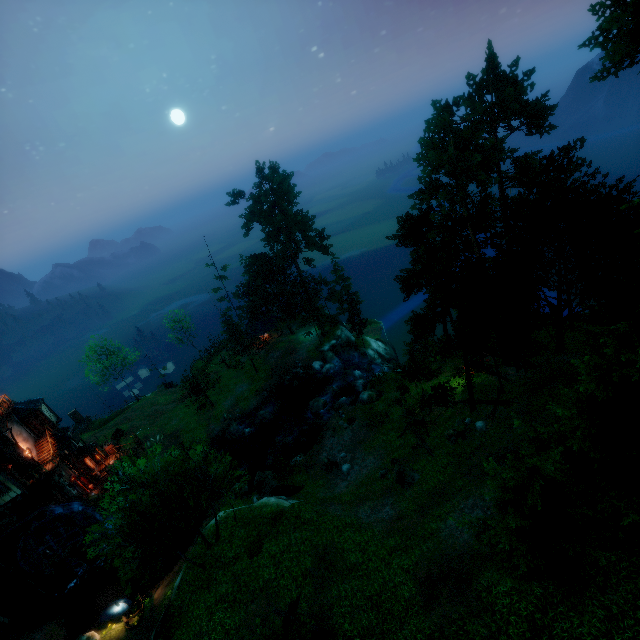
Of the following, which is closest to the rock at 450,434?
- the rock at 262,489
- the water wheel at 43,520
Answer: the rock at 262,489

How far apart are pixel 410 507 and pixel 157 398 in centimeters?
4616cm

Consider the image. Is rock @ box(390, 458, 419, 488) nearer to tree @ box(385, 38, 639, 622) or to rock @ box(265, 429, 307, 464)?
tree @ box(385, 38, 639, 622)

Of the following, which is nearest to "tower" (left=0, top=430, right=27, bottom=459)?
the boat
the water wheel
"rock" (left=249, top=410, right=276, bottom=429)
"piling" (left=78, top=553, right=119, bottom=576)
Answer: the water wheel

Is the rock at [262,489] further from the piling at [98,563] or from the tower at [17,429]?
the tower at [17,429]

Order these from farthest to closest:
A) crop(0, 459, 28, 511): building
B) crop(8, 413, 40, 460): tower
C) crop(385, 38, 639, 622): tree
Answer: crop(8, 413, 40, 460): tower
crop(0, 459, 28, 511): building
crop(385, 38, 639, 622): tree

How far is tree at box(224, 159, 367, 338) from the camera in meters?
43.0 m

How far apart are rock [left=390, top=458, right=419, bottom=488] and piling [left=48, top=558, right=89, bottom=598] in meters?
32.3 m
